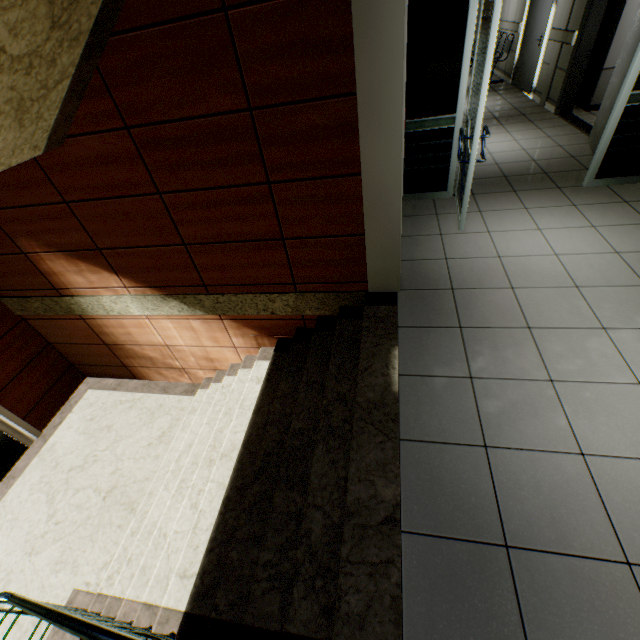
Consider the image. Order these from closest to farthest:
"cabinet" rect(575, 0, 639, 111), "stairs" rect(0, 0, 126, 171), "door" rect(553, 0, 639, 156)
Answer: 1. "stairs" rect(0, 0, 126, 171)
2. "door" rect(553, 0, 639, 156)
3. "cabinet" rect(575, 0, 639, 111)

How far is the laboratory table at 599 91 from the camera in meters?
5.5 m

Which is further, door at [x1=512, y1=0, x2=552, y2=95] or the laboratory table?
door at [x1=512, y1=0, x2=552, y2=95]

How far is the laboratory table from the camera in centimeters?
551cm

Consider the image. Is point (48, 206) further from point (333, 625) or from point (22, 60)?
point (333, 625)

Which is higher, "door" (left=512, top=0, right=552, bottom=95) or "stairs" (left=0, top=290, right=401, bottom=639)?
"door" (left=512, top=0, right=552, bottom=95)

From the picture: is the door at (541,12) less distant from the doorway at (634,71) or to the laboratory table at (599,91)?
the laboratory table at (599,91)

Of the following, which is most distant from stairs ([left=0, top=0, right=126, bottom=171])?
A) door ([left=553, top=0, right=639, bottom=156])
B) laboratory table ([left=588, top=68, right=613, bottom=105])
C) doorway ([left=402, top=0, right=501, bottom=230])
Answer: laboratory table ([left=588, top=68, right=613, bottom=105])
